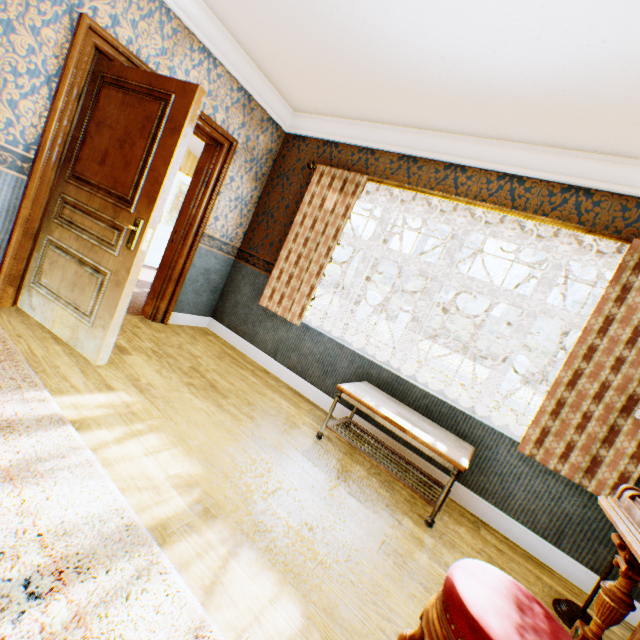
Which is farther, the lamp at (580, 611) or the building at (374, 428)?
the building at (374, 428)

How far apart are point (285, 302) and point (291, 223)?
1.1 meters

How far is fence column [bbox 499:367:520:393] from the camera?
14.66m

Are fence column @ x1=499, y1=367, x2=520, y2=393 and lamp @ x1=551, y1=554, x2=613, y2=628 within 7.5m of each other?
no

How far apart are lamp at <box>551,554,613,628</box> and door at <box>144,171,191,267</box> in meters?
7.9

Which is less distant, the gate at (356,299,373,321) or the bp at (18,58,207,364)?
the bp at (18,58,207,364)

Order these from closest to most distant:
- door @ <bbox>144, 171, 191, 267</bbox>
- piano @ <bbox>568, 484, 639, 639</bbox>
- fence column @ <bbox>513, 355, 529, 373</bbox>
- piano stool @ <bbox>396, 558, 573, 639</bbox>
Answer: piano stool @ <bbox>396, 558, 573, 639</bbox> < piano @ <bbox>568, 484, 639, 639</bbox> < door @ <bbox>144, 171, 191, 267</bbox> < fence column @ <bbox>513, 355, 529, 373</bbox>

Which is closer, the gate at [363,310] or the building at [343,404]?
the building at [343,404]
